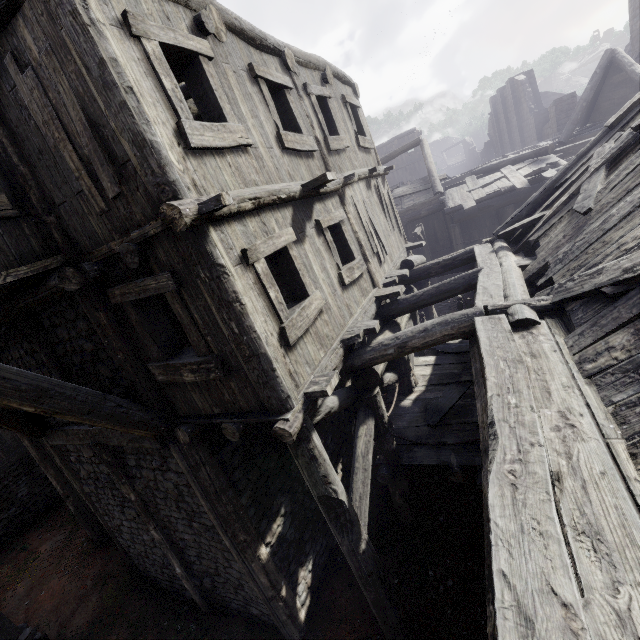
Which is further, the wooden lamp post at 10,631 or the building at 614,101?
the wooden lamp post at 10,631

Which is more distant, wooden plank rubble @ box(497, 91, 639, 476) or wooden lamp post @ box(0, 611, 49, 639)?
wooden lamp post @ box(0, 611, 49, 639)

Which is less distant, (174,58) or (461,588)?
(174,58)

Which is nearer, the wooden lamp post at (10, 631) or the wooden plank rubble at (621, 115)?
the wooden plank rubble at (621, 115)

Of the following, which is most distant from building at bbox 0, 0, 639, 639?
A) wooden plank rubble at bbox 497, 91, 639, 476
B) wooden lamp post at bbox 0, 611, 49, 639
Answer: wooden lamp post at bbox 0, 611, 49, 639

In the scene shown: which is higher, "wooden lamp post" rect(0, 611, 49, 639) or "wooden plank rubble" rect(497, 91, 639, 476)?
"wooden plank rubble" rect(497, 91, 639, 476)

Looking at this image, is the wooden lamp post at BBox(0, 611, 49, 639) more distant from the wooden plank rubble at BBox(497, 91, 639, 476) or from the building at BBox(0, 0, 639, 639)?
the wooden plank rubble at BBox(497, 91, 639, 476)
